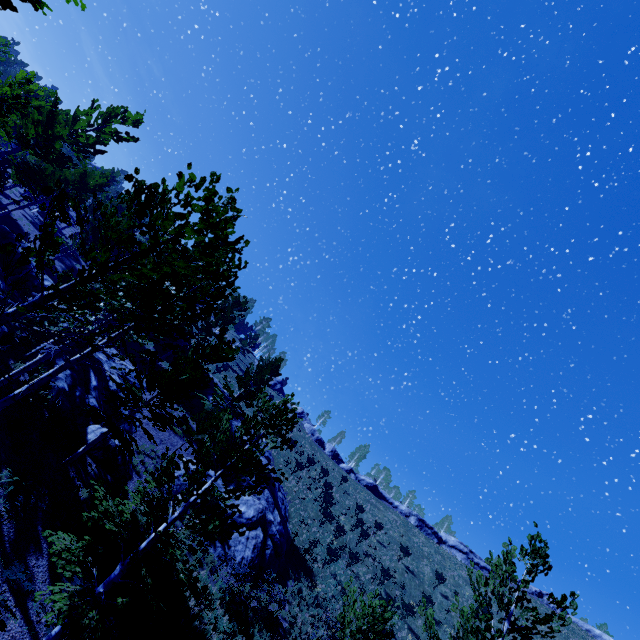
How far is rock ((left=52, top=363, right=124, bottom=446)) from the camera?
15.1m

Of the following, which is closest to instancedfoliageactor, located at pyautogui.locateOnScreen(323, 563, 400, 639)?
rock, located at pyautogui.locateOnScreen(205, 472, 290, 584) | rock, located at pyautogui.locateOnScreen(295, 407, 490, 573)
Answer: rock, located at pyautogui.locateOnScreen(205, 472, 290, 584)

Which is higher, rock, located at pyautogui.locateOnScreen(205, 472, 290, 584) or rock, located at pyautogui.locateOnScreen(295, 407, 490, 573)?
rock, located at pyautogui.locateOnScreen(295, 407, 490, 573)

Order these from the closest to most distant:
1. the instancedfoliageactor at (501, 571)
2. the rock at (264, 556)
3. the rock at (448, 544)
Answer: the instancedfoliageactor at (501, 571) → the rock at (264, 556) → the rock at (448, 544)

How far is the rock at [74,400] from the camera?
15.1 meters

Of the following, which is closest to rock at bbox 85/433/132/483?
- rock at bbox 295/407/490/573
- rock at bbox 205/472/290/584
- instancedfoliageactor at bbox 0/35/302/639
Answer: instancedfoliageactor at bbox 0/35/302/639

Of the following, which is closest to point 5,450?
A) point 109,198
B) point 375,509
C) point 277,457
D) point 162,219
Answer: point 162,219

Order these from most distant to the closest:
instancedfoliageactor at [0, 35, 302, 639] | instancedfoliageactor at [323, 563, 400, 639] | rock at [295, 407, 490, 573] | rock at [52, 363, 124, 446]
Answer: rock at [295, 407, 490, 573], rock at [52, 363, 124, 446], instancedfoliageactor at [323, 563, 400, 639], instancedfoliageactor at [0, 35, 302, 639]
